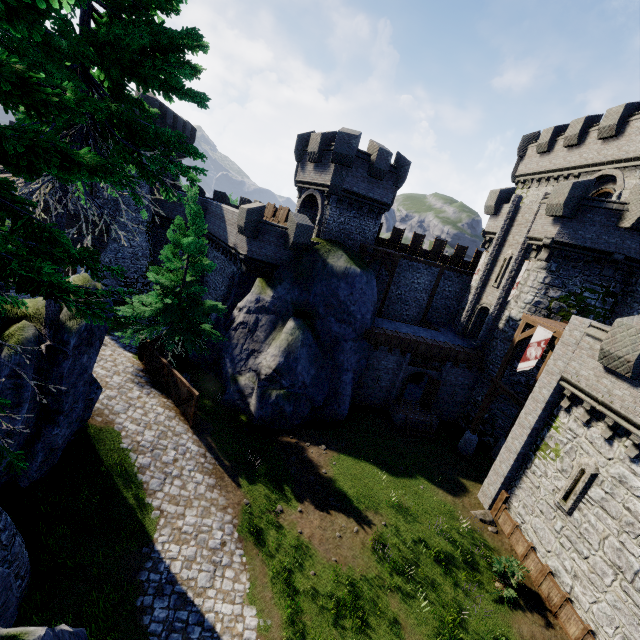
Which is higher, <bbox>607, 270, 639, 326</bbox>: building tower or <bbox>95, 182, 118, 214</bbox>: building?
<bbox>607, 270, 639, 326</bbox>: building tower

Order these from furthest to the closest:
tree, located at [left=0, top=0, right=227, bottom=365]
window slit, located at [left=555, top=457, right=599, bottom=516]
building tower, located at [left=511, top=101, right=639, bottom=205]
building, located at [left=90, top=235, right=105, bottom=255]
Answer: building, located at [left=90, top=235, right=105, bottom=255] → building tower, located at [left=511, top=101, right=639, bottom=205] → window slit, located at [left=555, top=457, right=599, bottom=516] → tree, located at [left=0, top=0, right=227, bottom=365]

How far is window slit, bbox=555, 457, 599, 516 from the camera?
12.6m

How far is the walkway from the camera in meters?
16.9 m

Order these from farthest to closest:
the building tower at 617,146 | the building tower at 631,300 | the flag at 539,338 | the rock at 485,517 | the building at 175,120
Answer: the building at 175,120 < the building tower at 617,146 < the building tower at 631,300 < the flag at 539,338 < the rock at 485,517

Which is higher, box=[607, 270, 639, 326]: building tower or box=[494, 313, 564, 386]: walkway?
box=[607, 270, 639, 326]: building tower

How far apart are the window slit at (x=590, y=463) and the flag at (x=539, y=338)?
4.9m

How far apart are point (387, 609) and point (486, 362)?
16.8m
